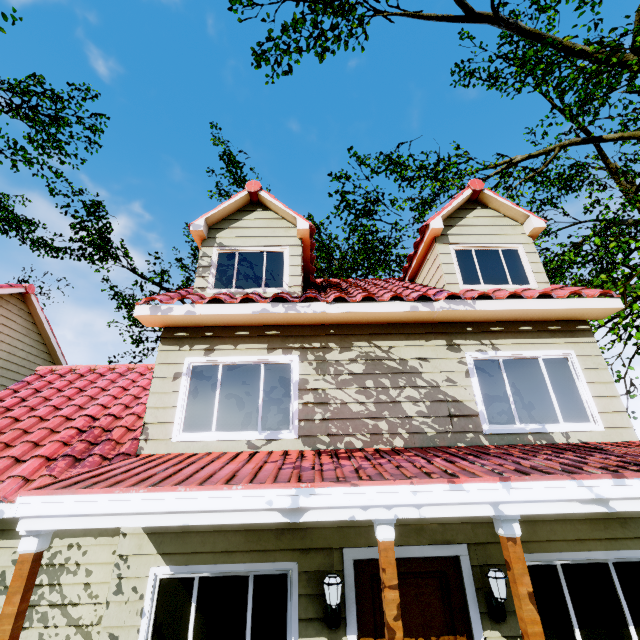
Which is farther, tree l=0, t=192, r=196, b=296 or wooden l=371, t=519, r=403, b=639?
tree l=0, t=192, r=196, b=296

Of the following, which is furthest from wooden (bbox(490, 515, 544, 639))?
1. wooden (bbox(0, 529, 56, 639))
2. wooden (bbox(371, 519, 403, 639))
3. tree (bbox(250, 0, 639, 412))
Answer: tree (bbox(250, 0, 639, 412))

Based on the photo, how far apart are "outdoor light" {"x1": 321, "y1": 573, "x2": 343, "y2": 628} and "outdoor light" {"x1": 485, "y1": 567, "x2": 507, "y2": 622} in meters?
1.9

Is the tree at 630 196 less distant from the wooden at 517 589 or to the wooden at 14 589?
the wooden at 517 589

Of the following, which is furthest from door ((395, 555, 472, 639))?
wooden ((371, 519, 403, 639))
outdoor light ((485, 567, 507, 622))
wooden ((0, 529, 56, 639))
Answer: wooden ((0, 529, 56, 639))

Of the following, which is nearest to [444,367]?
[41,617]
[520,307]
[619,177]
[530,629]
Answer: [520,307]

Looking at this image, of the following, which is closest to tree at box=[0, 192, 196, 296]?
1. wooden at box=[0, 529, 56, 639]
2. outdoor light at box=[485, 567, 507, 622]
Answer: outdoor light at box=[485, 567, 507, 622]

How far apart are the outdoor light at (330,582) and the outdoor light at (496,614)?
1.9m
